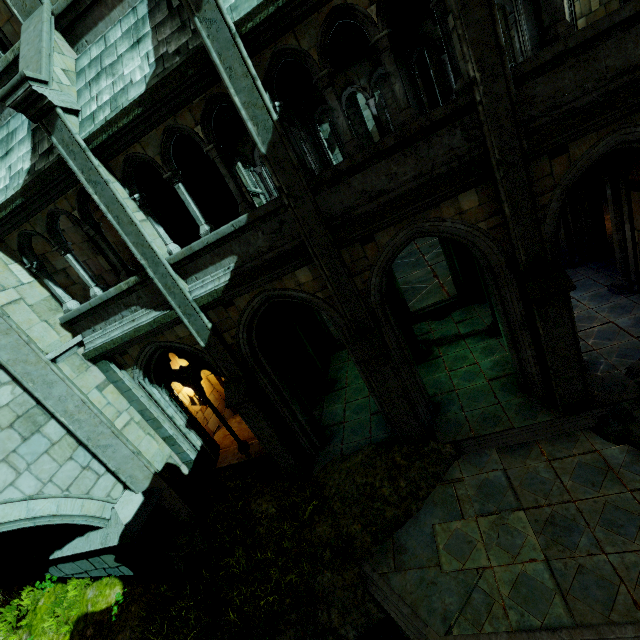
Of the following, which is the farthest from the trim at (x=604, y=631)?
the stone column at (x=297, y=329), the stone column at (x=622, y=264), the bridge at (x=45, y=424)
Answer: the stone column at (x=622, y=264)

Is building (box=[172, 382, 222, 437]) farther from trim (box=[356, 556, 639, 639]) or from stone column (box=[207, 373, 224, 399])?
Answer: trim (box=[356, 556, 639, 639])

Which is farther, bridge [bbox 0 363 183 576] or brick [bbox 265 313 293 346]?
brick [bbox 265 313 293 346]

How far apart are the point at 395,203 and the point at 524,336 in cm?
382

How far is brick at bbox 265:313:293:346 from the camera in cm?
1002

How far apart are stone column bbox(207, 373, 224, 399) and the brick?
2.40m

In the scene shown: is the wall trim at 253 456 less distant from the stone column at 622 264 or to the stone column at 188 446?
the stone column at 188 446

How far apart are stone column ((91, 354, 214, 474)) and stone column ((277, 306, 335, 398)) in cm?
343
